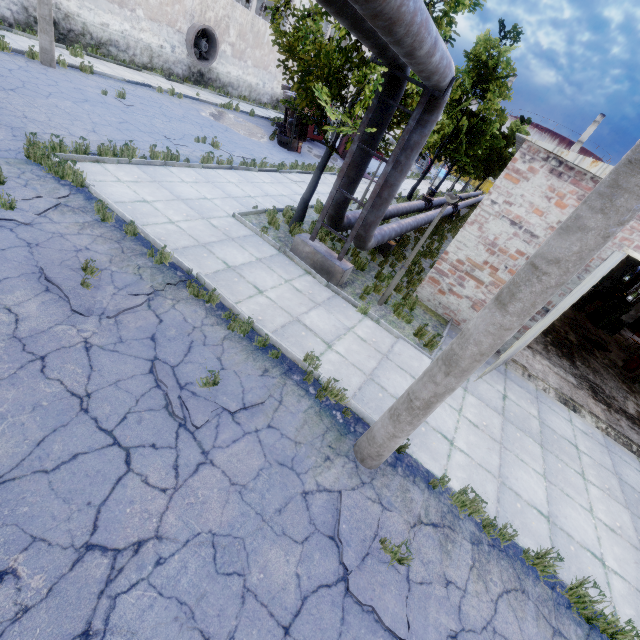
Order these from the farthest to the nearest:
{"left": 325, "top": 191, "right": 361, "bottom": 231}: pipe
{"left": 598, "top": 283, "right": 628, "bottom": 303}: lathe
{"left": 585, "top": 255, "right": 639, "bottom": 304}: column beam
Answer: {"left": 598, "top": 283, "right": 628, "bottom": 303}: lathe → {"left": 585, "top": 255, "right": 639, "bottom": 304}: column beam → {"left": 325, "top": 191, "right": 361, "bottom": 231}: pipe

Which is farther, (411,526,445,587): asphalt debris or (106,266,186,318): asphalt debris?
(106,266,186,318): asphalt debris

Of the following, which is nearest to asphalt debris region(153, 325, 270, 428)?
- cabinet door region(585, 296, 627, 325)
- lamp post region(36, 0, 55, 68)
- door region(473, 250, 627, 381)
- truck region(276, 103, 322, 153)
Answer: door region(473, 250, 627, 381)

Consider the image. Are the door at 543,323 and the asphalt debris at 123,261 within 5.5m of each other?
no

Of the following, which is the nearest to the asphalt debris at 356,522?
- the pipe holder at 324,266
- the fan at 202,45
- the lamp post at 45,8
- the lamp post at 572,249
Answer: the lamp post at 572,249

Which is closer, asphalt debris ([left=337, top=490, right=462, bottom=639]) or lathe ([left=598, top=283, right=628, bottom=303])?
asphalt debris ([left=337, top=490, right=462, bottom=639])

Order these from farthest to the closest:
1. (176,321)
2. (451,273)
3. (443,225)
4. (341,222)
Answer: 1. (443,225)
2. (451,273)
3. (341,222)
4. (176,321)

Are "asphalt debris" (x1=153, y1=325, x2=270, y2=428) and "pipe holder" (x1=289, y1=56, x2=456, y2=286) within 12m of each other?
yes
